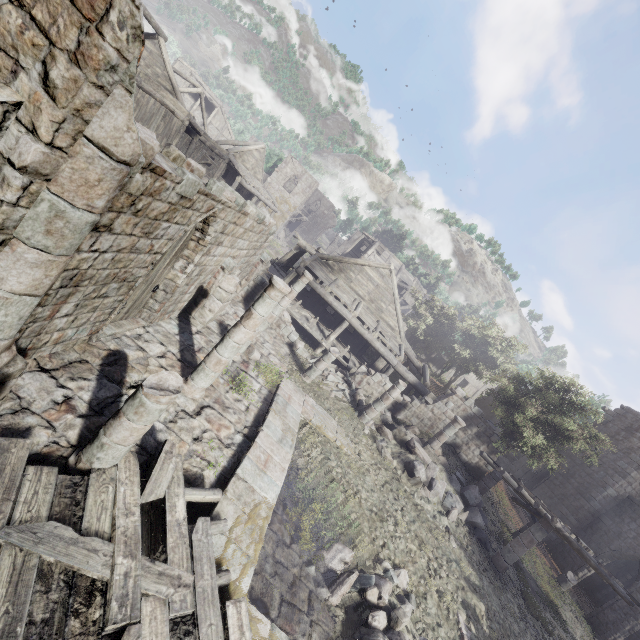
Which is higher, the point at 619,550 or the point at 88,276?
the point at 619,550

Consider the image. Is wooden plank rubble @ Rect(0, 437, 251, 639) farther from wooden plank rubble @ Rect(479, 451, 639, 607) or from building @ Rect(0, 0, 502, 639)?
wooden plank rubble @ Rect(479, 451, 639, 607)

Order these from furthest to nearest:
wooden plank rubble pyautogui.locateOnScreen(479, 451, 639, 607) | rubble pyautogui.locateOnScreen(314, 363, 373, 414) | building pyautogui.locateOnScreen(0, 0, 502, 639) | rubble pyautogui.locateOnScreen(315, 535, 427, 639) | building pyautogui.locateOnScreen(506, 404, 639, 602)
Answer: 1. building pyautogui.locateOnScreen(506, 404, 639, 602)
2. rubble pyautogui.locateOnScreen(314, 363, 373, 414)
3. wooden plank rubble pyautogui.locateOnScreen(479, 451, 639, 607)
4. rubble pyautogui.locateOnScreen(315, 535, 427, 639)
5. building pyautogui.locateOnScreen(0, 0, 502, 639)

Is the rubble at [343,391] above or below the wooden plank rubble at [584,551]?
below

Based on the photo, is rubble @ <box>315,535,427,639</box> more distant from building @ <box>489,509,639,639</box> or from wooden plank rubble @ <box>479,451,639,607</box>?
wooden plank rubble @ <box>479,451,639,607</box>

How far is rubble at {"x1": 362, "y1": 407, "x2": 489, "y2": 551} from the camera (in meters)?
13.24

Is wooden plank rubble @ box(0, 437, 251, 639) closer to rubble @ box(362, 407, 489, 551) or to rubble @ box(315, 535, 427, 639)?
rubble @ box(315, 535, 427, 639)

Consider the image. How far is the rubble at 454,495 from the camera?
13.2m
